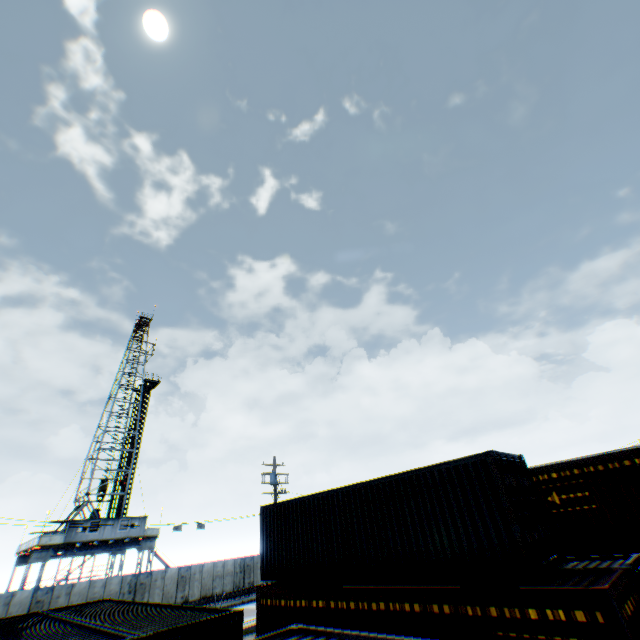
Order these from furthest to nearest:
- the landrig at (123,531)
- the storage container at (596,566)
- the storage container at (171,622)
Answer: the landrig at (123,531), the storage container at (171,622), the storage container at (596,566)

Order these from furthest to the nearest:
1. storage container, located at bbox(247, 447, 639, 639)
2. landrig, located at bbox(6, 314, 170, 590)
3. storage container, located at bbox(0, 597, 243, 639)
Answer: landrig, located at bbox(6, 314, 170, 590)
storage container, located at bbox(0, 597, 243, 639)
storage container, located at bbox(247, 447, 639, 639)

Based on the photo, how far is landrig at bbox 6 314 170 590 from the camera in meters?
29.6 m

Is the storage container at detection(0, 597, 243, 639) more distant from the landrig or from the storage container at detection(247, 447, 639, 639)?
the landrig

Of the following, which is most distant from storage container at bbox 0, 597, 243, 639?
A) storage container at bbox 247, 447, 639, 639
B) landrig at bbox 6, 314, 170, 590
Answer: landrig at bbox 6, 314, 170, 590

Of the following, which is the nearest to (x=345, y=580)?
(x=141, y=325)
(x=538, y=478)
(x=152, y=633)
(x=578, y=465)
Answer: (x=152, y=633)

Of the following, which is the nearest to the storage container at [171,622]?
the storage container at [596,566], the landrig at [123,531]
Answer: the storage container at [596,566]
